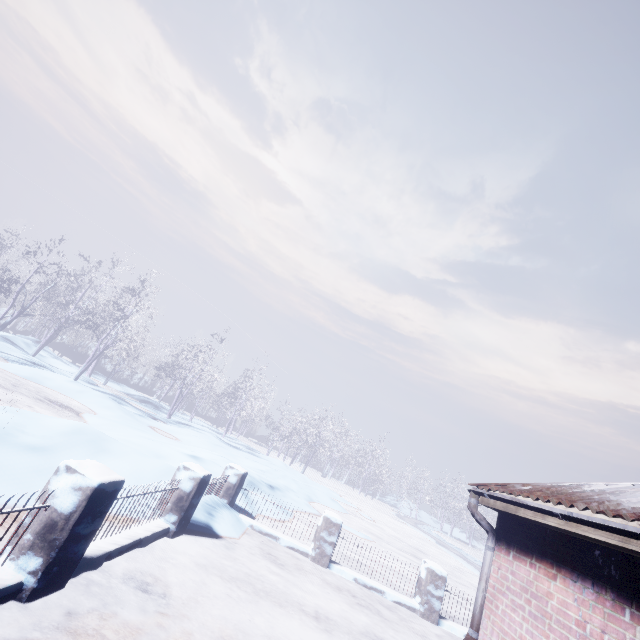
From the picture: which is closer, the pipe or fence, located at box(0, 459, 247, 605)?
fence, located at box(0, 459, 247, 605)

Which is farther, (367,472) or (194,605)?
(367,472)

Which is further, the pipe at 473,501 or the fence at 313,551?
the fence at 313,551

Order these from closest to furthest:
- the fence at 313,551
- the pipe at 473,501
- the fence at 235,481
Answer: the fence at 235,481, the pipe at 473,501, the fence at 313,551

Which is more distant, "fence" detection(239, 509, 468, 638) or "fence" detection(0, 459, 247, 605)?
"fence" detection(239, 509, 468, 638)

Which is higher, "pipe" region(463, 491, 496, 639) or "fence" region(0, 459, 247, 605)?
"pipe" region(463, 491, 496, 639)

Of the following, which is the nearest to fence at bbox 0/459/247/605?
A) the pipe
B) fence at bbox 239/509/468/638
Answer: fence at bbox 239/509/468/638

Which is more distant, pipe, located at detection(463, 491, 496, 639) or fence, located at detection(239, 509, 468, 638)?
fence, located at detection(239, 509, 468, 638)
